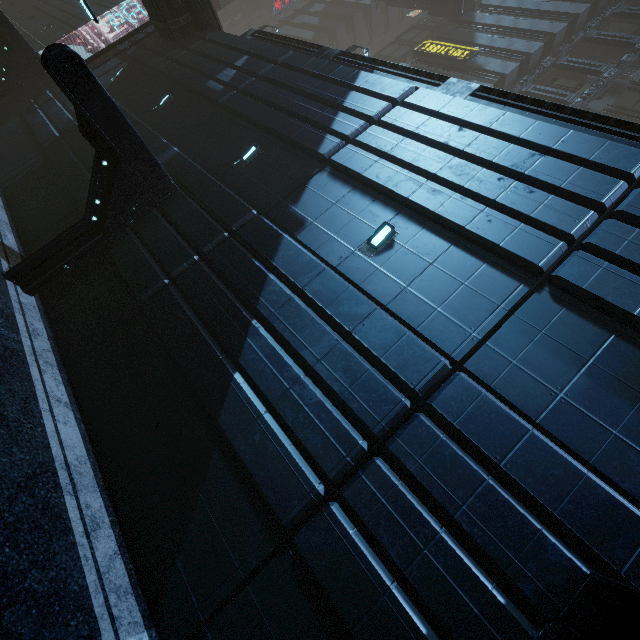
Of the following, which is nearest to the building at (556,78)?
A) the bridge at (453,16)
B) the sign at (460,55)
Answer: the sign at (460,55)

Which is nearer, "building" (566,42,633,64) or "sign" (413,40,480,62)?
"sign" (413,40,480,62)

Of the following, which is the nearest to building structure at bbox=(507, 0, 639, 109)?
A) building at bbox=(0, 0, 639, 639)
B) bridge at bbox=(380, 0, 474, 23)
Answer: building at bbox=(0, 0, 639, 639)

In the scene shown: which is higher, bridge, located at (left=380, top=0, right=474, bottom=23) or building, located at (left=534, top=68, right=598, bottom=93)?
bridge, located at (left=380, top=0, right=474, bottom=23)

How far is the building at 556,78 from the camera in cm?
2580

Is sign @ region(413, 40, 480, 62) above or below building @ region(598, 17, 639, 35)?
below

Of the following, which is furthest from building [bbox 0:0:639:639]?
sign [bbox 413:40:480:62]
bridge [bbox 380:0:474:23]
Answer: bridge [bbox 380:0:474:23]

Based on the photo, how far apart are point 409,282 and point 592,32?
35.54m
